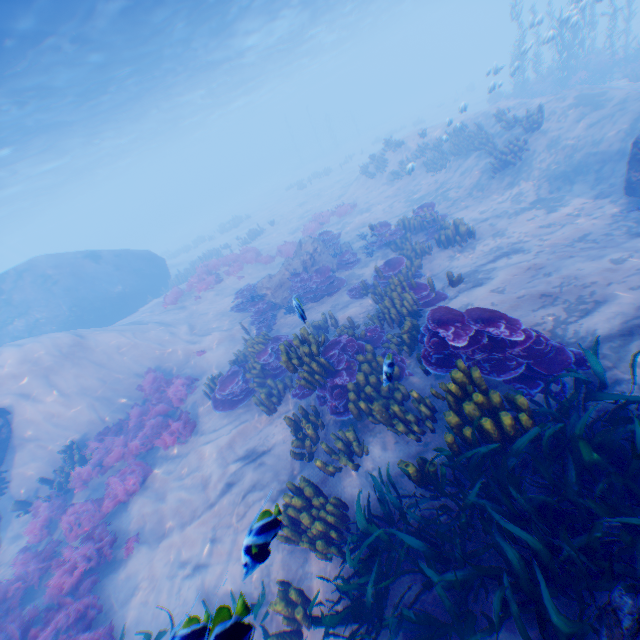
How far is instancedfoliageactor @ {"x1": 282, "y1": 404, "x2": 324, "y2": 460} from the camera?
7.02m

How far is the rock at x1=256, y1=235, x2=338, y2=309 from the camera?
14.0 meters

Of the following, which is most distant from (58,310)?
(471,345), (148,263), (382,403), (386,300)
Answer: (471,345)

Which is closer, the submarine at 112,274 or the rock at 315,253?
the rock at 315,253

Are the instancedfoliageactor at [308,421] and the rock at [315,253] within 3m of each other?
no

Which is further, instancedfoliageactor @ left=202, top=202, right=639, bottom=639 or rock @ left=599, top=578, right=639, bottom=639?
instancedfoliageactor @ left=202, top=202, right=639, bottom=639

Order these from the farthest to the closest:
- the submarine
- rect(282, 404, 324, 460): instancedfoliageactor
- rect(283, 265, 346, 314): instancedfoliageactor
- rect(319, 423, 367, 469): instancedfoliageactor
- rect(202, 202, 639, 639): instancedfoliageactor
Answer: the submarine, rect(283, 265, 346, 314): instancedfoliageactor, rect(282, 404, 324, 460): instancedfoliageactor, rect(319, 423, 367, 469): instancedfoliageactor, rect(202, 202, 639, 639): instancedfoliageactor

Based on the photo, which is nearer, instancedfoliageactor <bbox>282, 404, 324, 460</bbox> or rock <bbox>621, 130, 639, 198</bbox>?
instancedfoliageactor <bbox>282, 404, 324, 460</bbox>
